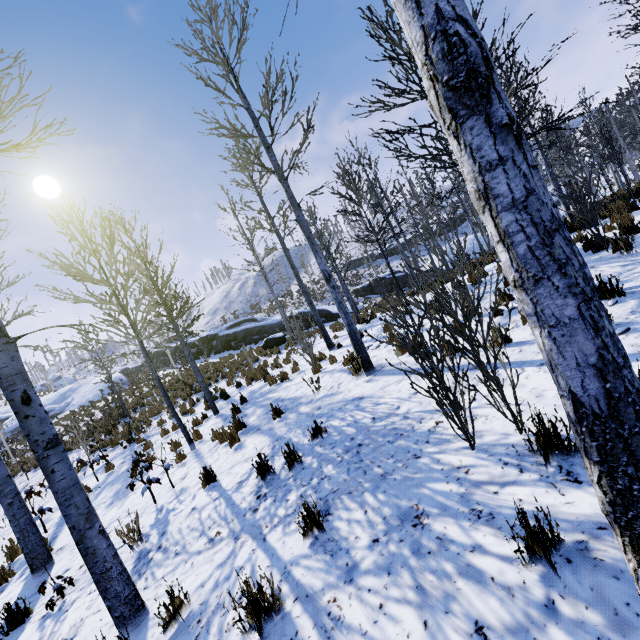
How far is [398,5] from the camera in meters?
1.3 m

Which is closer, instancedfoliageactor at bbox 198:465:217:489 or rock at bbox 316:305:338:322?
instancedfoliageactor at bbox 198:465:217:489

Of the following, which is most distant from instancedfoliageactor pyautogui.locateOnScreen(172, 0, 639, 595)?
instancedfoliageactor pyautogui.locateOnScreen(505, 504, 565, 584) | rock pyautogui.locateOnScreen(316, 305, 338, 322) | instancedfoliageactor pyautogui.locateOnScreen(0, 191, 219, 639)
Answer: instancedfoliageactor pyautogui.locateOnScreen(505, 504, 565, 584)

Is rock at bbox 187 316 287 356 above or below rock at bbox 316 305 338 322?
above

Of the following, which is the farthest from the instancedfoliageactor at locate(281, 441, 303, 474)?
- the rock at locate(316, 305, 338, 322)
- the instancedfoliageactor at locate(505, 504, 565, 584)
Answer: the rock at locate(316, 305, 338, 322)

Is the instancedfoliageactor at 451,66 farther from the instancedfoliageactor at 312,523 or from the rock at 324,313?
the instancedfoliageactor at 312,523
